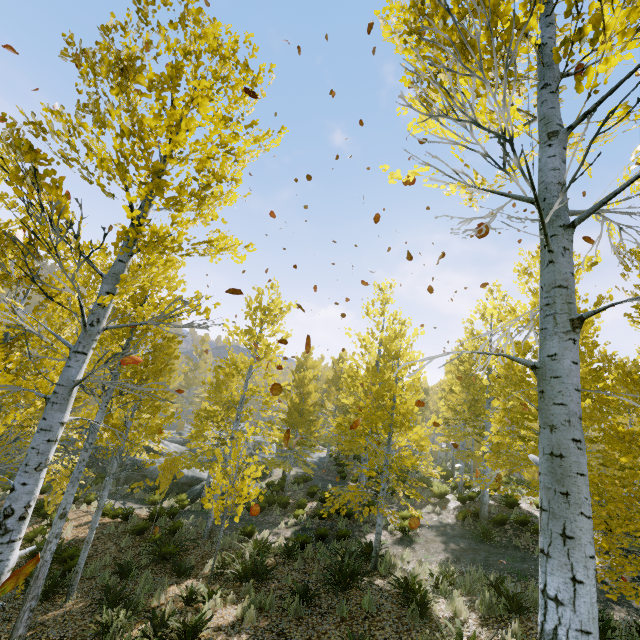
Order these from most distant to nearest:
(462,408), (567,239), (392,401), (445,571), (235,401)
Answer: (235,401) < (462,408) < (392,401) < (445,571) < (567,239)

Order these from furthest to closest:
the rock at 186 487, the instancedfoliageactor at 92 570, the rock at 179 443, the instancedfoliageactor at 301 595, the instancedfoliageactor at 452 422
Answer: the rock at 179 443
the rock at 186 487
the instancedfoliageactor at 92 570
the instancedfoliageactor at 301 595
the instancedfoliageactor at 452 422

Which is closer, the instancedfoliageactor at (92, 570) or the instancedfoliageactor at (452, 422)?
the instancedfoliageactor at (452, 422)

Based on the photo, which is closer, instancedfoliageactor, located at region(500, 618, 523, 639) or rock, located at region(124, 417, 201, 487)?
instancedfoliageactor, located at region(500, 618, 523, 639)

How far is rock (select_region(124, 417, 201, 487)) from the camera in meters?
19.3

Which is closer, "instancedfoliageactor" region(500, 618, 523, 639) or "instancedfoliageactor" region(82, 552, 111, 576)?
"instancedfoliageactor" region(500, 618, 523, 639)

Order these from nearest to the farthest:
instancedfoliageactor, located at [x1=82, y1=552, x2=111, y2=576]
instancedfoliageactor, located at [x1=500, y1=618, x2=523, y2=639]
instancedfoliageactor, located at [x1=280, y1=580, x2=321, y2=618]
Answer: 1. instancedfoliageactor, located at [x1=500, y1=618, x2=523, y2=639]
2. instancedfoliageactor, located at [x1=280, y1=580, x2=321, y2=618]
3. instancedfoliageactor, located at [x1=82, y1=552, x2=111, y2=576]
